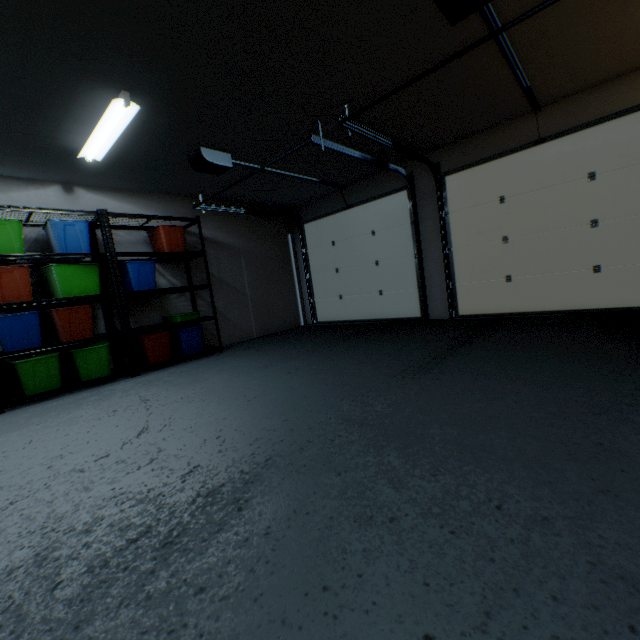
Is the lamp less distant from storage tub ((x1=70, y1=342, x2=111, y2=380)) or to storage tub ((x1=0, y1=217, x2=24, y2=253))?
storage tub ((x1=0, y1=217, x2=24, y2=253))

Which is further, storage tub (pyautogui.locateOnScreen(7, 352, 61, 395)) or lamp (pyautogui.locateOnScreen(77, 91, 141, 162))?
storage tub (pyautogui.locateOnScreen(7, 352, 61, 395))

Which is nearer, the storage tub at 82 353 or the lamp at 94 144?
the lamp at 94 144

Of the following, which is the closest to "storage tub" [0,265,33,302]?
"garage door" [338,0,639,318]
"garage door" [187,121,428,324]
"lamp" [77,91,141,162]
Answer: "lamp" [77,91,141,162]

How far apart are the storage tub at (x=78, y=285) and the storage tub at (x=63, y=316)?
0.1 meters

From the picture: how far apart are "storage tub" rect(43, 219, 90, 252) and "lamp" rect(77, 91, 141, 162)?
0.6m

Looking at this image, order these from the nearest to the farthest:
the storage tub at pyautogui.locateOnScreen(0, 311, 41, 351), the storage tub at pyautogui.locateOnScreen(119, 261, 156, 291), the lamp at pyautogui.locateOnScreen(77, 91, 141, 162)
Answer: the lamp at pyautogui.locateOnScreen(77, 91, 141, 162) → the storage tub at pyautogui.locateOnScreen(0, 311, 41, 351) → the storage tub at pyautogui.locateOnScreen(119, 261, 156, 291)

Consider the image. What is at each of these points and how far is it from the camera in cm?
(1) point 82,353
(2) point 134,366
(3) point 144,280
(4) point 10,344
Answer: (1) storage tub, 355
(2) shelf, 390
(3) storage tub, 405
(4) storage tub, 314
